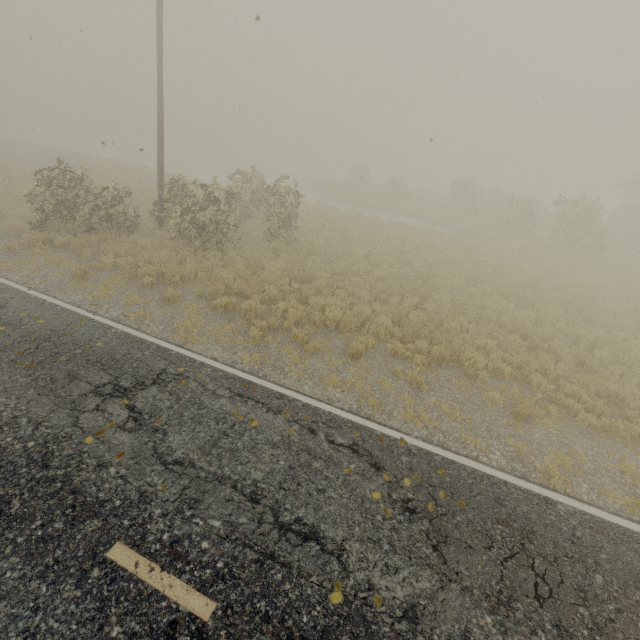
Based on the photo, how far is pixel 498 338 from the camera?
10.2 meters

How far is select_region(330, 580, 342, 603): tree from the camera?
3.8m

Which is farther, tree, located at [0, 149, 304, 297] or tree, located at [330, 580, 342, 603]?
tree, located at [0, 149, 304, 297]

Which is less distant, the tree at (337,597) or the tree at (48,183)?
the tree at (337,597)

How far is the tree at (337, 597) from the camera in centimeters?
377cm
